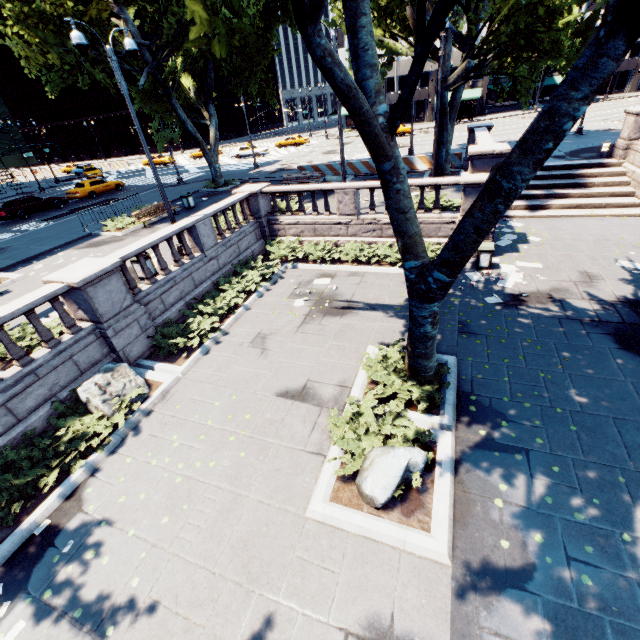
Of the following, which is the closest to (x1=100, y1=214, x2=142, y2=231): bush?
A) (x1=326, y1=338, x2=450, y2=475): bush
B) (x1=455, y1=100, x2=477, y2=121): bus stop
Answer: (x1=326, y1=338, x2=450, y2=475): bush

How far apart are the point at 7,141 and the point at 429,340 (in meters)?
54.21

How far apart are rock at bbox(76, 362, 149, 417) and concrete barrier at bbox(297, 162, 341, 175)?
20.9m

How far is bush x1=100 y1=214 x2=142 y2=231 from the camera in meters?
18.4

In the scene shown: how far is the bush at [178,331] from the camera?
10.6 meters

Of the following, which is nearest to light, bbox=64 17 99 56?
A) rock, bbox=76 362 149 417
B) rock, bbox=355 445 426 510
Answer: rock, bbox=76 362 149 417

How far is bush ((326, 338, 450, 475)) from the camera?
6.5m

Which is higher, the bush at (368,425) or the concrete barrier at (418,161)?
the concrete barrier at (418,161)
